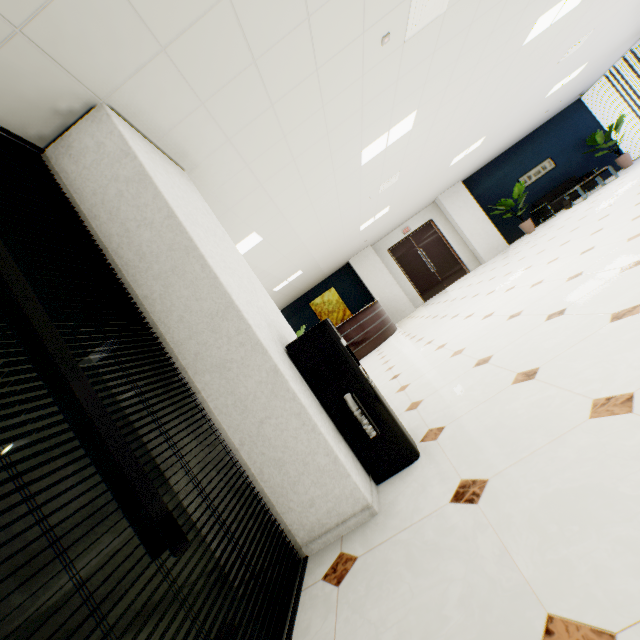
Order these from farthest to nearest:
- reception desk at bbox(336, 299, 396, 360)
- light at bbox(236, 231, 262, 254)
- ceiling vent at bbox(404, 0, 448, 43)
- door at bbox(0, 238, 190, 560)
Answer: reception desk at bbox(336, 299, 396, 360) → light at bbox(236, 231, 262, 254) → ceiling vent at bbox(404, 0, 448, 43) → door at bbox(0, 238, 190, 560)

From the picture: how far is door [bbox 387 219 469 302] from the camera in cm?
1230

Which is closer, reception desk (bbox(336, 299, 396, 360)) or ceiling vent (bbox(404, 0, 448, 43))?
ceiling vent (bbox(404, 0, 448, 43))

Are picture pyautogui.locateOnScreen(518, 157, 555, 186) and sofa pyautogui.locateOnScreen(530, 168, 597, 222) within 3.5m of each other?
yes

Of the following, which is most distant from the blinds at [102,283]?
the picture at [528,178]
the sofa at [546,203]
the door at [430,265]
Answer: the picture at [528,178]

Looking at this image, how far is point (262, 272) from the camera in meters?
7.1

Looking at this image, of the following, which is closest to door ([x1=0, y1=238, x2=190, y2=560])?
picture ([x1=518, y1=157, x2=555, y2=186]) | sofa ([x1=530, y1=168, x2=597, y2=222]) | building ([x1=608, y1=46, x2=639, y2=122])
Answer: sofa ([x1=530, y1=168, x2=597, y2=222])

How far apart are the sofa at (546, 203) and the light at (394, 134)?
8.6m
